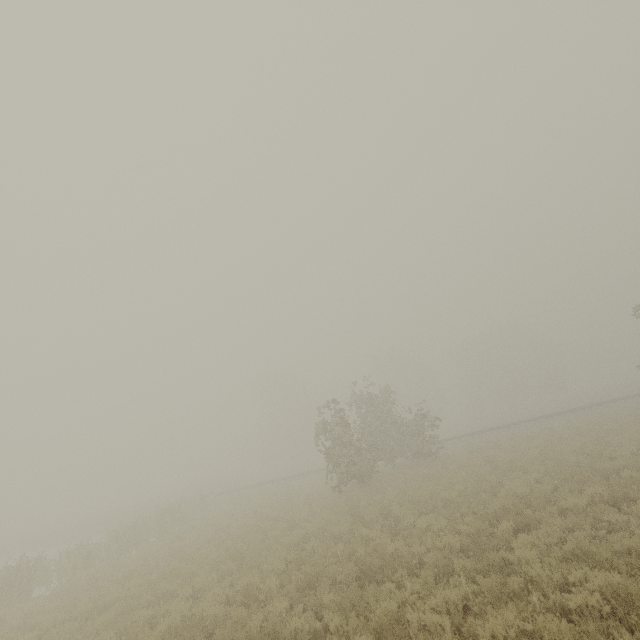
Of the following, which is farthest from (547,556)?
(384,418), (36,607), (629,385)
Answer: (629,385)
